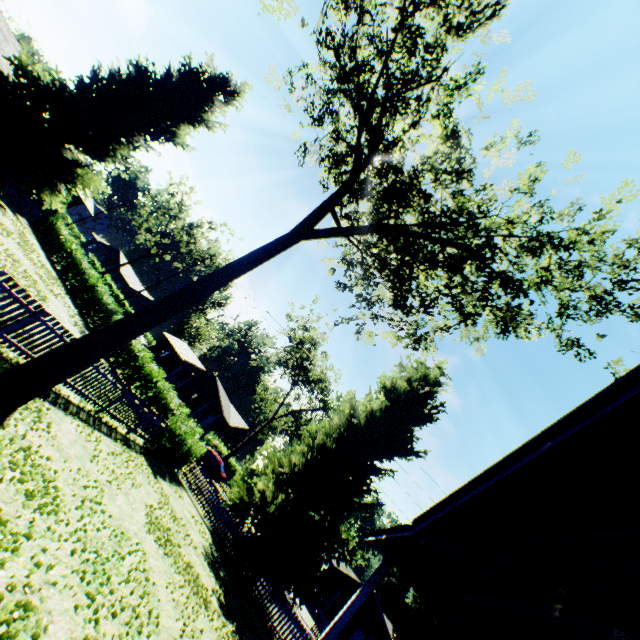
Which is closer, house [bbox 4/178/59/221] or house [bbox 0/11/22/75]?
house [bbox 0/11/22/75]

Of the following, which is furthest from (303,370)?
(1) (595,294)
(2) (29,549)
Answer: (2) (29,549)

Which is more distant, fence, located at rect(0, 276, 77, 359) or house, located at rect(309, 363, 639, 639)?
fence, located at rect(0, 276, 77, 359)

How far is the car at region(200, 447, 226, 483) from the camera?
28.8m

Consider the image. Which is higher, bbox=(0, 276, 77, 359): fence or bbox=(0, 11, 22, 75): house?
bbox=(0, 11, 22, 75): house

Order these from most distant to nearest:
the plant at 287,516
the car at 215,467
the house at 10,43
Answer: the car at 215,467, the house at 10,43, the plant at 287,516

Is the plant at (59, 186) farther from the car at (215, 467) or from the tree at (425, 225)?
the car at (215, 467)

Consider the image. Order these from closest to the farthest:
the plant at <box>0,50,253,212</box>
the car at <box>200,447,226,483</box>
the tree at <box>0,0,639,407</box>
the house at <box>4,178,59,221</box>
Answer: the tree at <box>0,0,639,407</box> → the plant at <box>0,50,253,212</box> → the house at <box>4,178,59,221</box> → the car at <box>200,447,226,483</box>
